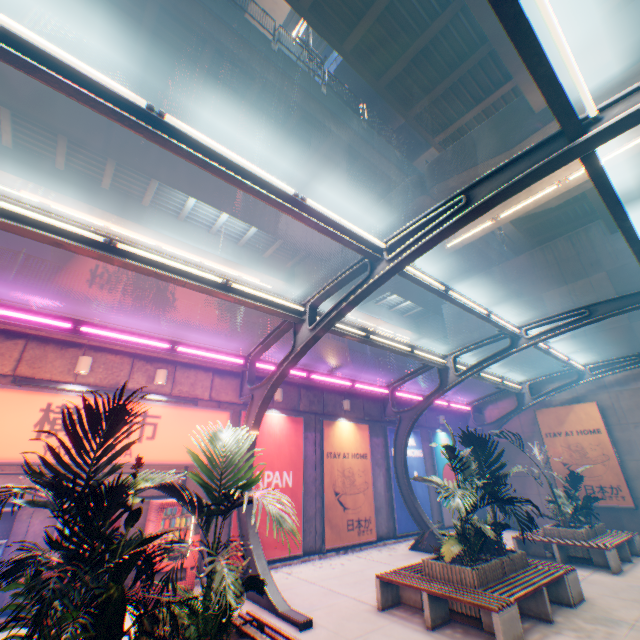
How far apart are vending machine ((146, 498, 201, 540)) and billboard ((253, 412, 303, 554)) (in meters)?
1.18

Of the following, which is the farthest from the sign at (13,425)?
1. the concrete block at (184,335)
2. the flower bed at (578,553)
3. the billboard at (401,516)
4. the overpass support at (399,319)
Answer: the overpass support at (399,319)

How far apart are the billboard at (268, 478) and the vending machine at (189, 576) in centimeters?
118cm

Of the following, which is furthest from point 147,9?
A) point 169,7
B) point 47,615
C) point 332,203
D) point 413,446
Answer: point 413,446

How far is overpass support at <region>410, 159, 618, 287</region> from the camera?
12.6 meters

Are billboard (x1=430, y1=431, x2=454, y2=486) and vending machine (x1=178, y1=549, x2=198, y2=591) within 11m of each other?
no

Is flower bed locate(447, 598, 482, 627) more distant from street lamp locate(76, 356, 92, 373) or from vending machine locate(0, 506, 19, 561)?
street lamp locate(76, 356, 92, 373)

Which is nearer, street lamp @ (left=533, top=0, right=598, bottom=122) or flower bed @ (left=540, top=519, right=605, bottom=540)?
street lamp @ (left=533, top=0, right=598, bottom=122)
